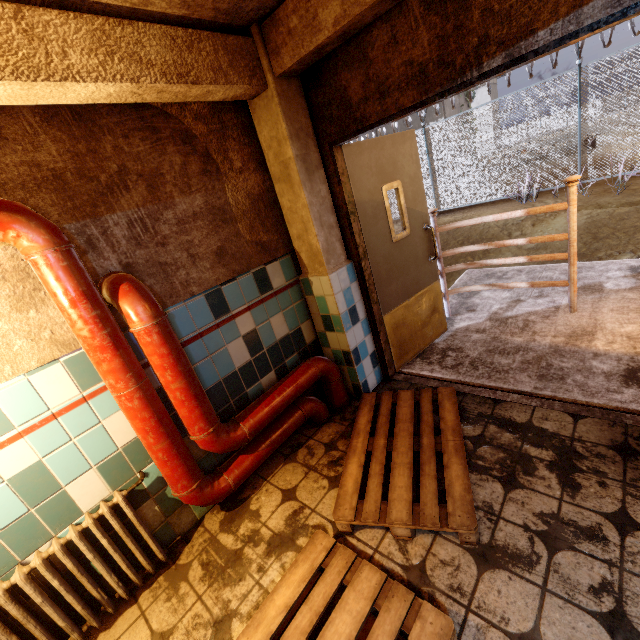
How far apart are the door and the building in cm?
1666

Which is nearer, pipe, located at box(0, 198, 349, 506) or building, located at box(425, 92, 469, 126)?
pipe, located at box(0, 198, 349, 506)

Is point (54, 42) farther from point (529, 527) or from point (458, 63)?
point (529, 527)

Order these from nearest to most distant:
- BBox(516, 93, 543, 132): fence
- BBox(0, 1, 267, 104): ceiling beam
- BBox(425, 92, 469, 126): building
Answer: BBox(0, 1, 267, 104): ceiling beam
BBox(516, 93, 543, 132): fence
BBox(425, 92, 469, 126): building

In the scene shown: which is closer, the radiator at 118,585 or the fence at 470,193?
the radiator at 118,585

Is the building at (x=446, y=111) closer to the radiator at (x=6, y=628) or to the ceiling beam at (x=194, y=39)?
the ceiling beam at (x=194, y=39)

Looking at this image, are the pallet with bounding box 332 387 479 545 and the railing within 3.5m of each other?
yes

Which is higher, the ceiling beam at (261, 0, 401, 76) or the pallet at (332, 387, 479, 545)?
the ceiling beam at (261, 0, 401, 76)
